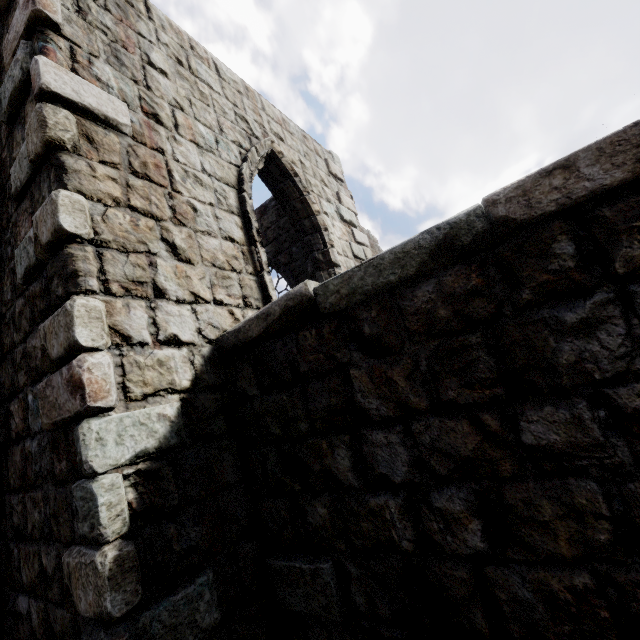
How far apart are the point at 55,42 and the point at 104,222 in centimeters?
175cm
